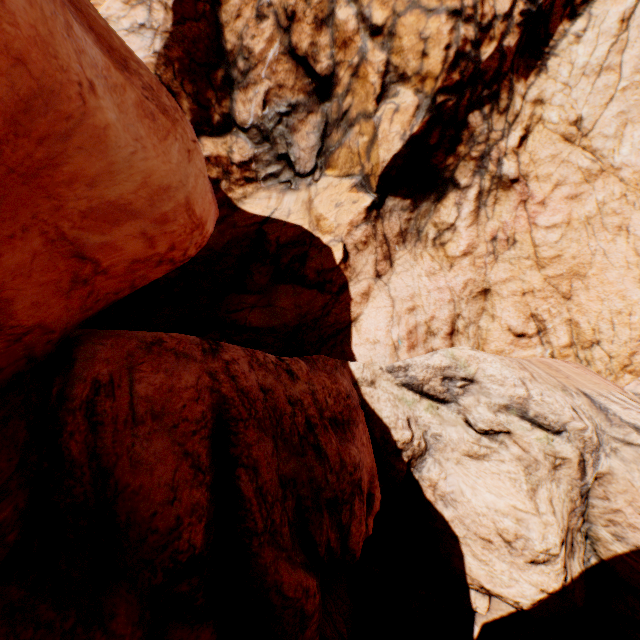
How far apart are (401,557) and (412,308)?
8.3 meters
